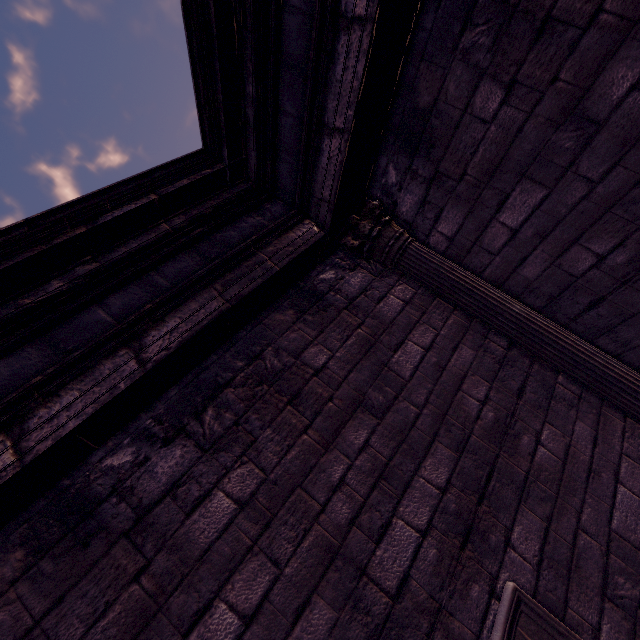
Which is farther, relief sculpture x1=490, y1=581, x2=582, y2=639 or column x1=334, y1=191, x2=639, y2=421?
column x1=334, y1=191, x2=639, y2=421

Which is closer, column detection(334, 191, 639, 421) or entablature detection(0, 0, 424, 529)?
entablature detection(0, 0, 424, 529)

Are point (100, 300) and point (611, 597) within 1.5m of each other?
no

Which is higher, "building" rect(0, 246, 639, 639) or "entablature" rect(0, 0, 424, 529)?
"entablature" rect(0, 0, 424, 529)

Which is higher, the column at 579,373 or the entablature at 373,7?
the entablature at 373,7

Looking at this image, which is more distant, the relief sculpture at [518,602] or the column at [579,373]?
the column at [579,373]

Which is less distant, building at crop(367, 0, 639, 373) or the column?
building at crop(367, 0, 639, 373)
